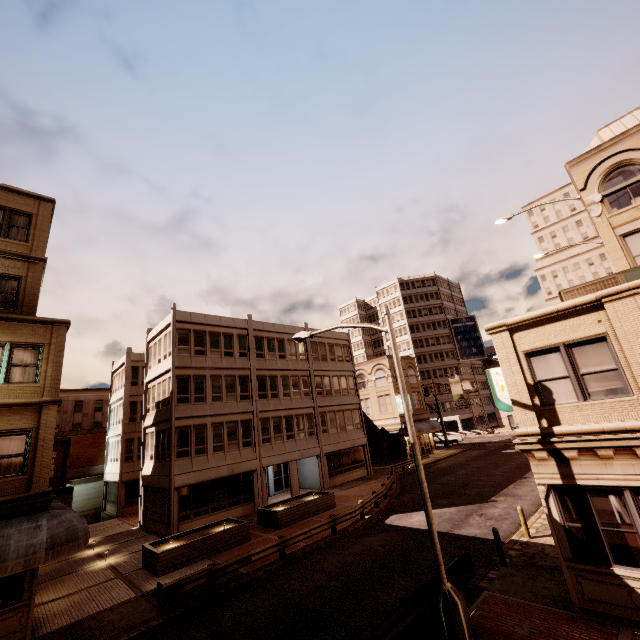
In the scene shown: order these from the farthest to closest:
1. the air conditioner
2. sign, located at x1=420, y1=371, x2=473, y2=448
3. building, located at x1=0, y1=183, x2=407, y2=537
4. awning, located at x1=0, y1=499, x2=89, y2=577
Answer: sign, located at x1=420, y1=371, x2=473, y2=448 → building, located at x1=0, y1=183, x2=407, y2=537 → awning, located at x1=0, y1=499, x2=89, y2=577 → the air conditioner

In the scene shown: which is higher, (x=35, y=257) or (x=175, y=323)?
(x=35, y=257)

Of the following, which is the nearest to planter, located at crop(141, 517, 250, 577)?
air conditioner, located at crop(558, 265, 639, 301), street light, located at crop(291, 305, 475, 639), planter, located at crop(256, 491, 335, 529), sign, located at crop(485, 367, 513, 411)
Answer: planter, located at crop(256, 491, 335, 529)

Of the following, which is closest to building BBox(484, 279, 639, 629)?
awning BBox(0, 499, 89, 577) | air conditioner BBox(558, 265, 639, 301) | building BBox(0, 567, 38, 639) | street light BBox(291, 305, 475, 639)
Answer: air conditioner BBox(558, 265, 639, 301)

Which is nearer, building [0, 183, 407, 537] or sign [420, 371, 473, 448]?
building [0, 183, 407, 537]

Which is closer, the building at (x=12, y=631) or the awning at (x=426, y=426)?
the building at (x=12, y=631)

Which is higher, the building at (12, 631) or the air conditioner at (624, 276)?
the air conditioner at (624, 276)

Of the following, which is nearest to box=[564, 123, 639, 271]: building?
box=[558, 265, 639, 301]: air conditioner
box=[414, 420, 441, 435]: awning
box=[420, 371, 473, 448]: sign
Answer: box=[558, 265, 639, 301]: air conditioner
